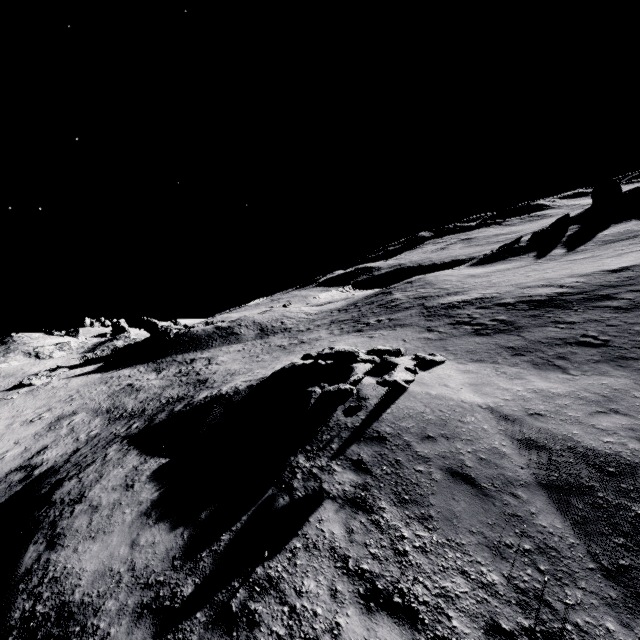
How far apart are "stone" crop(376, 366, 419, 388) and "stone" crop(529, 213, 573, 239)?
40.5m

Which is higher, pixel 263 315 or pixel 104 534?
pixel 263 315

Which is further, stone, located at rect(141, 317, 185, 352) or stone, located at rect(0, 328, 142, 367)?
stone, located at rect(0, 328, 142, 367)

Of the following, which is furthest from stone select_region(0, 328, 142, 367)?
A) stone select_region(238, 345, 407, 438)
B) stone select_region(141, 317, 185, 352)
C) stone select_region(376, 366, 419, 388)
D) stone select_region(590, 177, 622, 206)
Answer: stone select_region(590, 177, 622, 206)

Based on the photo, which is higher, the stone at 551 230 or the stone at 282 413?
the stone at 551 230

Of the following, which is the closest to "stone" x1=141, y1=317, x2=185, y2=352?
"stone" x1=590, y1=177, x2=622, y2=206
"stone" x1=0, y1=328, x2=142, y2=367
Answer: "stone" x1=0, y1=328, x2=142, y2=367

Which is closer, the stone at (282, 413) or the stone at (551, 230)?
the stone at (282, 413)

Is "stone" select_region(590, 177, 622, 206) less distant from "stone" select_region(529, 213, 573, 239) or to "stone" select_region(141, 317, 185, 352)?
"stone" select_region(529, 213, 573, 239)
